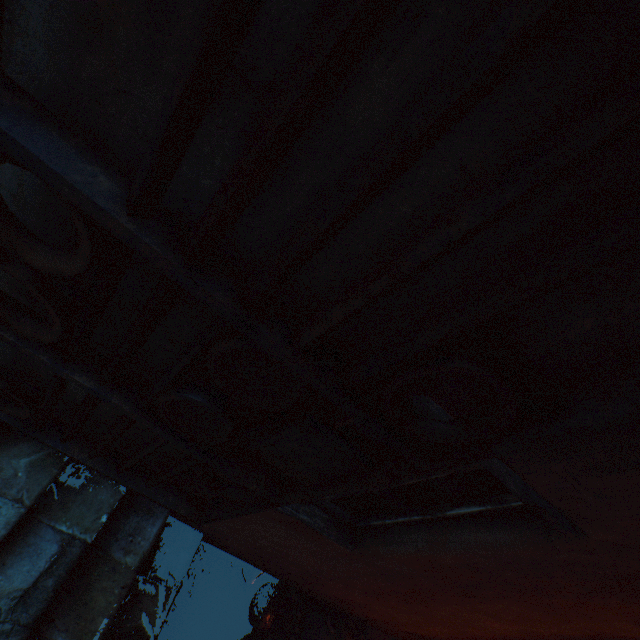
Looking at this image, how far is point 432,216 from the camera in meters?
0.7 m

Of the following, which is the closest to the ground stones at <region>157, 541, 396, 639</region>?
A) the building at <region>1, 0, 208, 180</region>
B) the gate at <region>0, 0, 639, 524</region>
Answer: the building at <region>1, 0, 208, 180</region>

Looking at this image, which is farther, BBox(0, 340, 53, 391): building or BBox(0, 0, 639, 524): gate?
BBox(0, 340, 53, 391): building

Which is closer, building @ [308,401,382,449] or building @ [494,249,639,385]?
building @ [494,249,639,385]

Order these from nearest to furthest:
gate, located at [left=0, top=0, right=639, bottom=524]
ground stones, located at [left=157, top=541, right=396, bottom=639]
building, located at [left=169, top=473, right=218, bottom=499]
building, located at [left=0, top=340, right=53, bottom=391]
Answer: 1. gate, located at [left=0, top=0, right=639, bottom=524]
2. building, located at [left=0, top=340, right=53, bottom=391]
3. building, located at [left=169, top=473, right=218, bottom=499]
4. ground stones, located at [left=157, top=541, right=396, bottom=639]

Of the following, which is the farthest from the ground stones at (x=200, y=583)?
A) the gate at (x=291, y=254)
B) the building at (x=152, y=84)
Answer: the gate at (x=291, y=254)

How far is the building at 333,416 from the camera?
1.2 meters

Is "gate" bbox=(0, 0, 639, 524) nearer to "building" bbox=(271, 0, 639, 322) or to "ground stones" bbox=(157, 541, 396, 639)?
"building" bbox=(271, 0, 639, 322)
